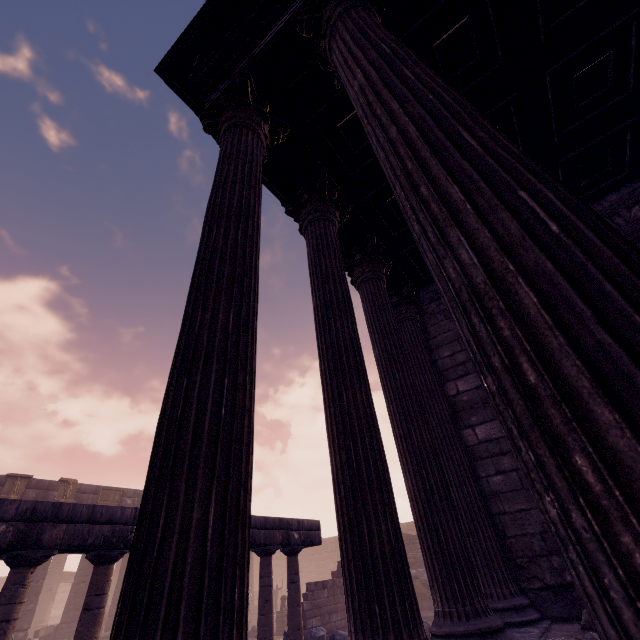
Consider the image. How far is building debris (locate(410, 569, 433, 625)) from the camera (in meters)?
13.98

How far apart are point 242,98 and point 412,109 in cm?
276

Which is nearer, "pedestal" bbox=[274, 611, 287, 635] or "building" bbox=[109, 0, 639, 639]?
"building" bbox=[109, 0, 639, 639]

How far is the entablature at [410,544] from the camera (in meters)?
18.27

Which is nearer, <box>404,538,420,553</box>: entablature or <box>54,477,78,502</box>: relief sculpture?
<box>54,477,78,502</box>: relief sculpture

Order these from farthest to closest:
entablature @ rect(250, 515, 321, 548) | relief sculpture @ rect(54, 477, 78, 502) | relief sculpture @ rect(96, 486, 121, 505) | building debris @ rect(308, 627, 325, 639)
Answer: relief sculpture @ rect(96, 486, 121, 505)
relief sculpture @ rect(54, 477, 78, 502)
building debris @ rect(308, 627, 325, 639)
entablature @ rect(250, 515, 321, 548)

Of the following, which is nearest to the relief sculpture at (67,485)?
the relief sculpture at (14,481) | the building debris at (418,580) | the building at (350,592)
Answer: the relief sculpture at (14,481)

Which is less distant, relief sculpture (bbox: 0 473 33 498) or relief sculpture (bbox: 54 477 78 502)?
relief sculpture (bbox: 0 473 33 498)
